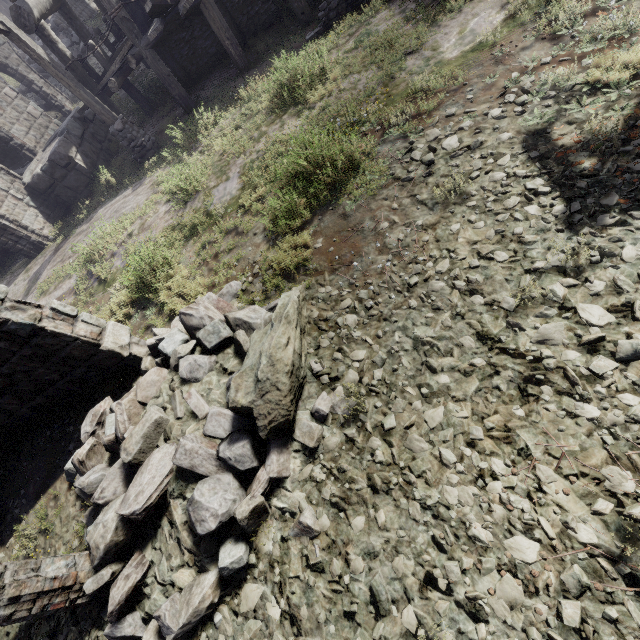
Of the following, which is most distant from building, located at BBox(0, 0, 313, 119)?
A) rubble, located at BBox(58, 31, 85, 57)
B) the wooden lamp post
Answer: the wooden lamp post

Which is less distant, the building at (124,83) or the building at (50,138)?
the building at (124,83)

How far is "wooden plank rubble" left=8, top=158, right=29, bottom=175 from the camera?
13.4 meters

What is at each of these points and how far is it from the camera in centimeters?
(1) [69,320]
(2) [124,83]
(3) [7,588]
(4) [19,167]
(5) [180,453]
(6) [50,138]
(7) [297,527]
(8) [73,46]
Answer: (1) building, 491cm
(2) building, 1230cm
(3) building, 336cm
(4) wooden plank rubble, 1495cm
(5) rubble, 373cm
(6) building, 1307cm
(7) rubble, 343cm
(8) rubble, 2084cm

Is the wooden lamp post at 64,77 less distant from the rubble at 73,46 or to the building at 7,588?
the building at 7,588

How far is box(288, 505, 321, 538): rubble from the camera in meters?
3.4

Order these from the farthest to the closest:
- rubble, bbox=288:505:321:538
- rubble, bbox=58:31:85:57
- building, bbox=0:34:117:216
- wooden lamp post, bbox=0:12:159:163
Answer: rubble, bbox=58:31:85:57 < building, bbox=0:34:117:216 < wooden lamp post, bbox=0:12:159:163 < rubble, bbox=288:505:321:538

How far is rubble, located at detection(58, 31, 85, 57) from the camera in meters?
20.4
